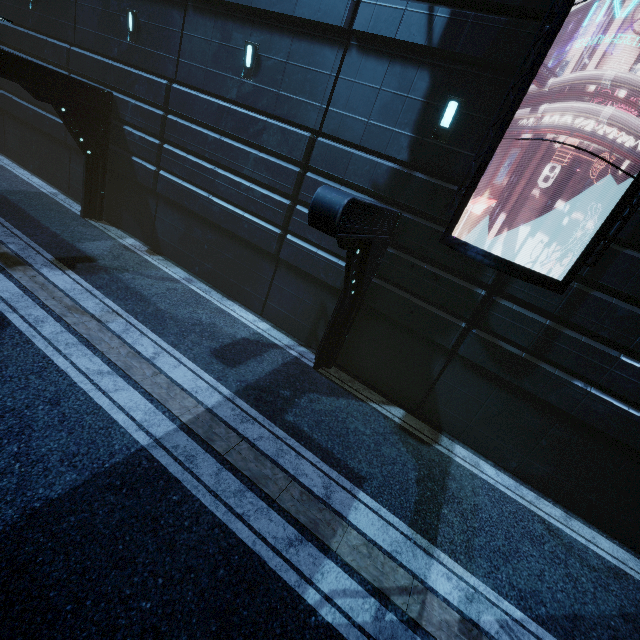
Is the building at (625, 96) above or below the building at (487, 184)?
above

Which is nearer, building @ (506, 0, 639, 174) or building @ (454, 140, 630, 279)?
building @ (506, 0, 639, 174)

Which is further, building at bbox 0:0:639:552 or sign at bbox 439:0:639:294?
building at bbox 0:0:639:552

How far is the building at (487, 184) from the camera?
6.6 meters

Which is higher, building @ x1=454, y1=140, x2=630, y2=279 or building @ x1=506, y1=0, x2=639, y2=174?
building @ x1=506, y1=0, x2=639, y2=174

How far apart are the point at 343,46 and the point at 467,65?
3.19m
